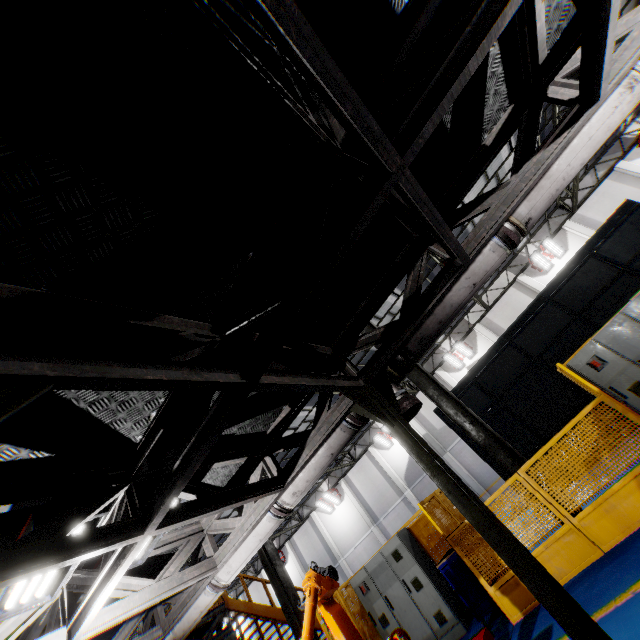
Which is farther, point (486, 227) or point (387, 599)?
point (387, 599)

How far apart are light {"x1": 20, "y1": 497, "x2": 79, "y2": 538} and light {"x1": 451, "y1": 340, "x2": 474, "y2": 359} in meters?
21.2 m

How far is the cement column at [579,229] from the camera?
19.0 meters

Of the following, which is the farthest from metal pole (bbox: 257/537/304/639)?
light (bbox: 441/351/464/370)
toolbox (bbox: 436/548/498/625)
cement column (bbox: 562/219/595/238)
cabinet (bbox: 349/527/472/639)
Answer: cement column (bbox: 562/219/595/238)

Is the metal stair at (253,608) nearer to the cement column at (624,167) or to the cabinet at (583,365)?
the cabinet at (583,365)

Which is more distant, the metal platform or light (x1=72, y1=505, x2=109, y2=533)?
the metal platform

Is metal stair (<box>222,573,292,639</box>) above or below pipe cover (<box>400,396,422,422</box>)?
above

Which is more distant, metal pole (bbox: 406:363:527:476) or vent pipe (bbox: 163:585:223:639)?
metal pole (bbox: 406:363:527:476)
